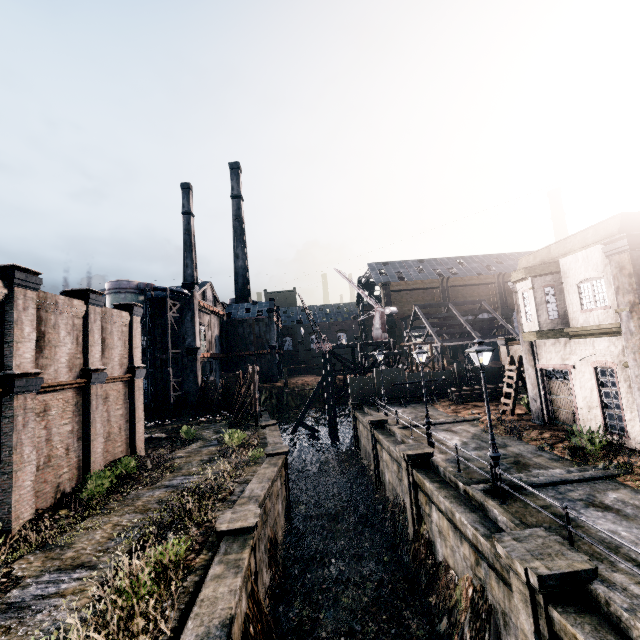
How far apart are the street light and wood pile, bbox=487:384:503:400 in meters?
18.2 m

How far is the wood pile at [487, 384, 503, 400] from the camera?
29.7 meters

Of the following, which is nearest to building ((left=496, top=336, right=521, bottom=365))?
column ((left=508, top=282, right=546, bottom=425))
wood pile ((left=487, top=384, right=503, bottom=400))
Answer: wood pile ((left=487, top=384, right=503, bottom=400))

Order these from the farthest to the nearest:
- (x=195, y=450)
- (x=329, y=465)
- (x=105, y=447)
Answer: (x=329, y=465), (x=195, y=450), (x=105, y=447)

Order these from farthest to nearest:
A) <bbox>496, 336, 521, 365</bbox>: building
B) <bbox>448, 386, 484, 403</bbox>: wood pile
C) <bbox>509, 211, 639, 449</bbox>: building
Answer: <bbox>496, 336, 521, 365</bbox>: building → <bbox>448, 386, 484, 403</bbox>: wood pile → <bbox>509, 211, 639, 449</bbox>: building

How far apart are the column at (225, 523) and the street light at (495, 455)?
8.86m

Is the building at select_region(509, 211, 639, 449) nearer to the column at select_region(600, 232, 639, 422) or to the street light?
the column at select_region(600, 232, 639, 422)

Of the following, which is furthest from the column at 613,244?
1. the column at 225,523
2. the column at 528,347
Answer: the column at 225,523
